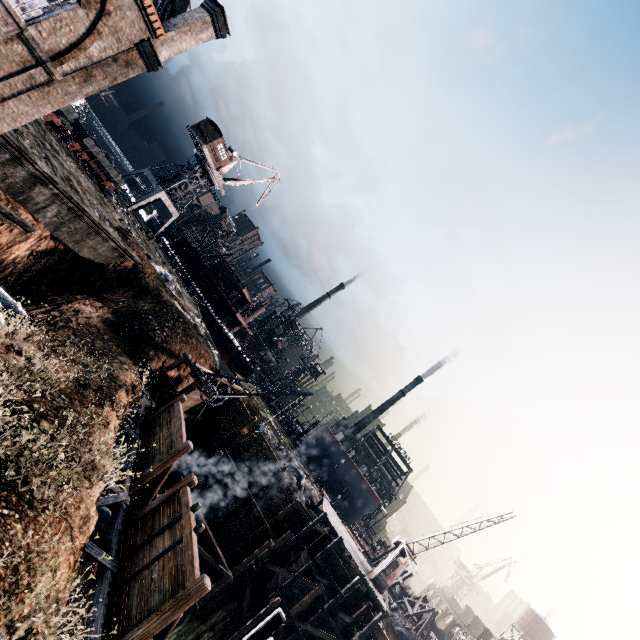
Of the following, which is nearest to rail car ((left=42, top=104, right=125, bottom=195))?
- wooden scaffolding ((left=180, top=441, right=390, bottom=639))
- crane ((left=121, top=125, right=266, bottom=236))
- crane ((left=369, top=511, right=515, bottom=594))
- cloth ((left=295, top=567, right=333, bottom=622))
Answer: crane ((left=121, top=125, right=266, bottom=236))

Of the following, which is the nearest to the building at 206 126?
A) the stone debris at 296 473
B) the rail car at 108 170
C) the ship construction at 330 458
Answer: the rail car at 108 170

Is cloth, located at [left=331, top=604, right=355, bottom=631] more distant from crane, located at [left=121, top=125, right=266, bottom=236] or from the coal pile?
crane, located at [left=121, top=125, right=266, bottom=236]

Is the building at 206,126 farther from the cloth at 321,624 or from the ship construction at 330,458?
the cloth at 321,624

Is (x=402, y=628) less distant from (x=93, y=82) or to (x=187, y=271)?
(x=93, y=82)

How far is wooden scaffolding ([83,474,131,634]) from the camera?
10.4 meters

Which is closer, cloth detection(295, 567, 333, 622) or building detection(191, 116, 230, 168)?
cloth detection(295, 567, 333, 622)

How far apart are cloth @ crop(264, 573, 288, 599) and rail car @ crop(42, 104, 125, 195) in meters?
42.0 m
